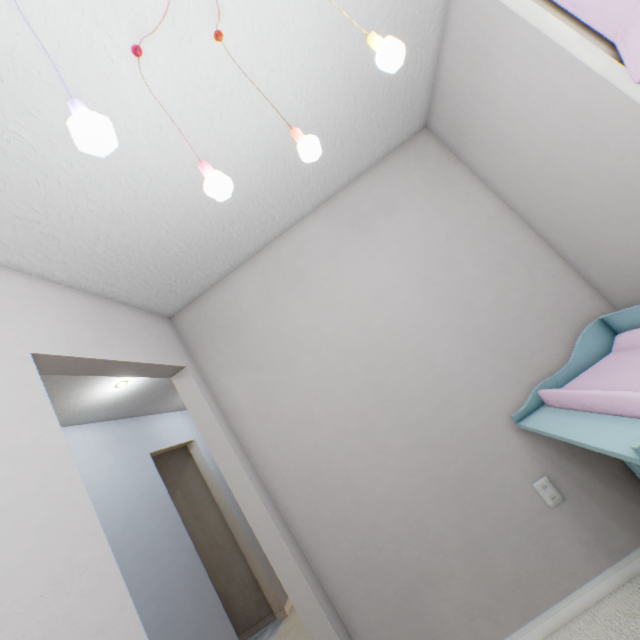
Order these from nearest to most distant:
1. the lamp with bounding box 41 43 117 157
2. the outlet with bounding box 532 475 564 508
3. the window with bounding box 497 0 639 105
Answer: the lamp with bounding box 41 43 117 157 → the window with bounding box 497 0 639 105 → the outlet with bounding box 532 475 564 508

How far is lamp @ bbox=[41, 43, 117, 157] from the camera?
0.5 meters

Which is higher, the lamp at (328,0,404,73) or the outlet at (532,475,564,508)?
the lamp at (328,0,404,73)

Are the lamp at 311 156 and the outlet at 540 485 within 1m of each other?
no

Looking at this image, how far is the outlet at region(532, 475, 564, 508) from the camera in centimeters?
158cm

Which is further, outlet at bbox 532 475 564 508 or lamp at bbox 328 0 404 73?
outlet at bbox 532 475 564 508

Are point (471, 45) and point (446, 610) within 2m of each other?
no

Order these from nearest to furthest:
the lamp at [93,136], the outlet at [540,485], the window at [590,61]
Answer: the lamp at [93,136] → the window at [590,61] → the outlet at [540,485]
